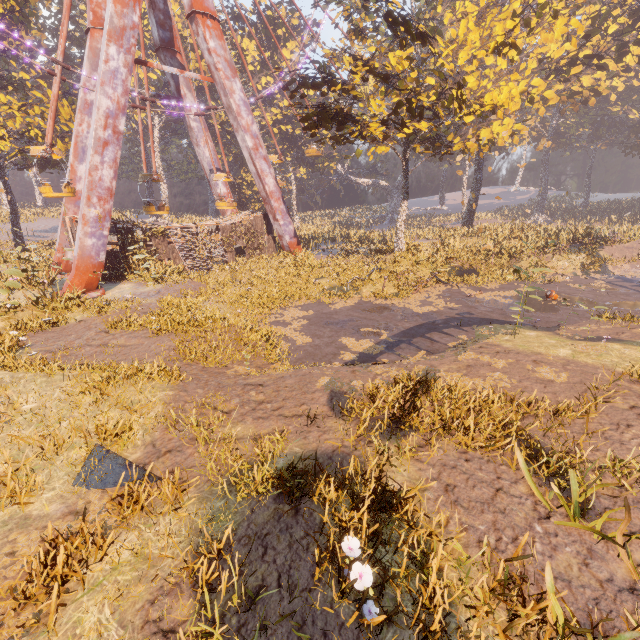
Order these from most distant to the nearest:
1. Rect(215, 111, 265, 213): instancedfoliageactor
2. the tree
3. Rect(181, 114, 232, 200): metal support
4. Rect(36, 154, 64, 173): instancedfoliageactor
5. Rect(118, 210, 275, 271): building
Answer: Rect(215, 111, 265, 213): instancedfoliageactor → Rect(36, 154, 64, 173): instancedfoliageactor → Rect(181, 114, 232, 200): metal support → Rect(118, 210, 275, 271): building → the tree

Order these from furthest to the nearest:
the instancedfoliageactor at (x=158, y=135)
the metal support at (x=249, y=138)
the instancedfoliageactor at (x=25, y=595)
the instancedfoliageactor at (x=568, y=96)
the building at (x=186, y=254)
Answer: the instancedfoliageactor at (x=158, y=135), the building at (x=186, y=254), the metal support at (x=249, y=138), the instancedfoliageactor at (x=568, y=96), the instancedfoliageactor at (x=25, y=595)

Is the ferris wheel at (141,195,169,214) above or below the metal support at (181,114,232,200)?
below

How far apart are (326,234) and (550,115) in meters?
40.8

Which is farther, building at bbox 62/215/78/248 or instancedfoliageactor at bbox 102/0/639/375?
building at bbox 62/215/78/248

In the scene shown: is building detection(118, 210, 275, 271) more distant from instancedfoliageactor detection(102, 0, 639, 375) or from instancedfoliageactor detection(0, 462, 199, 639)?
instancedfoliageactor detection(0, 462, 199, 639)

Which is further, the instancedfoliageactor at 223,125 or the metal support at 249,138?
the instancedfoliageactor at 223,125

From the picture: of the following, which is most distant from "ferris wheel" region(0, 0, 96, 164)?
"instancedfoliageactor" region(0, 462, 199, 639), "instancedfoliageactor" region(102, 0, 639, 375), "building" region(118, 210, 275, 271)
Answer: "instancedfoliageactor" region(0, 462, 199, 639)
